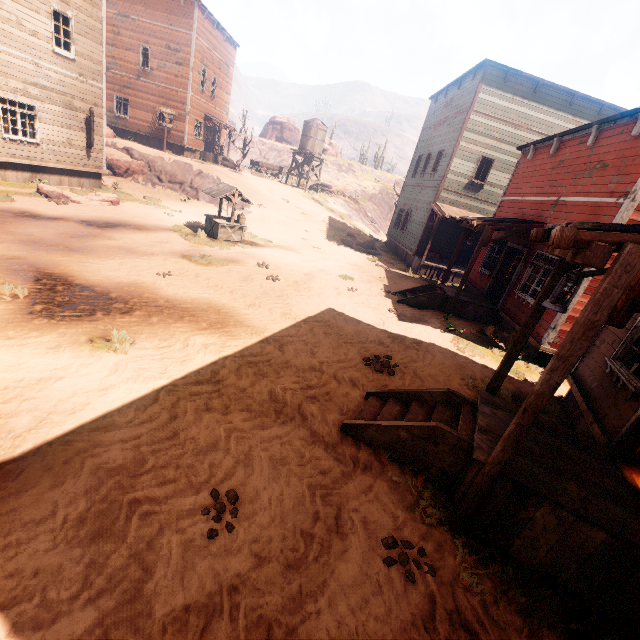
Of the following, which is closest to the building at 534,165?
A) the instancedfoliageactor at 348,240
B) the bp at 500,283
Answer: the bp at 500,283

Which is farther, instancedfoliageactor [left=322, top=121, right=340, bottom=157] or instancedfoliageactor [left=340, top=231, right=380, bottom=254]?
instancedfoliageactor [left=322, top=121, right=340, bottom=157]

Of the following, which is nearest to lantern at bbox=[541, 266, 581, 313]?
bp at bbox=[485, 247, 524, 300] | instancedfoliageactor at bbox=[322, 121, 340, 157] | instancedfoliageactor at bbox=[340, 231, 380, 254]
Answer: bp at bbox=[485, 247, 524, 300]

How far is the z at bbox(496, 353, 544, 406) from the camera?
7.02m

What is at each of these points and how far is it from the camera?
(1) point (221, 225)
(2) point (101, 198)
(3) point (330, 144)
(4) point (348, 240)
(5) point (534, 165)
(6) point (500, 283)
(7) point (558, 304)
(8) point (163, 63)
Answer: (1) well, 14.3m
(2) instancedfoliageactor, 15.1m
(3) instancedfoliageactor, 54.4m
(4) instancedfoliageactor, 23.0m
(5) building, 12.7m
(6) bp, 13.2m
(7) lantern, 3.3m
(8) building, 26.4m

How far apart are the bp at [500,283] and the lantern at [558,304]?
10.6 meters

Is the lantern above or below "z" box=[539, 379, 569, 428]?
above

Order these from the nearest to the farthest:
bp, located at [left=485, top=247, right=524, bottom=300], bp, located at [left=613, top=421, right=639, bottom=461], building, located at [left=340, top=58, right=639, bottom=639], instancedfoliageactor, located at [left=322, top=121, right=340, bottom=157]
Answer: building, located at [left=340, top=58, right=639, bottom=639] → bp, located at [left=613, top=421, right=639, bottom=461] → bp, located at [left=485, top=247, right=524, bottom=300] → instancedfoliageactor, located at [left=322, top=121, right=340, bottom=157]
